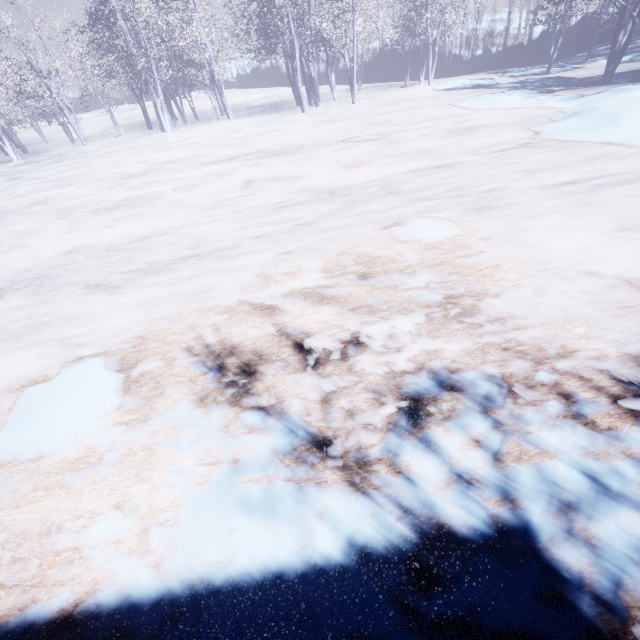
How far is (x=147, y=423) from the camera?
3.1m
